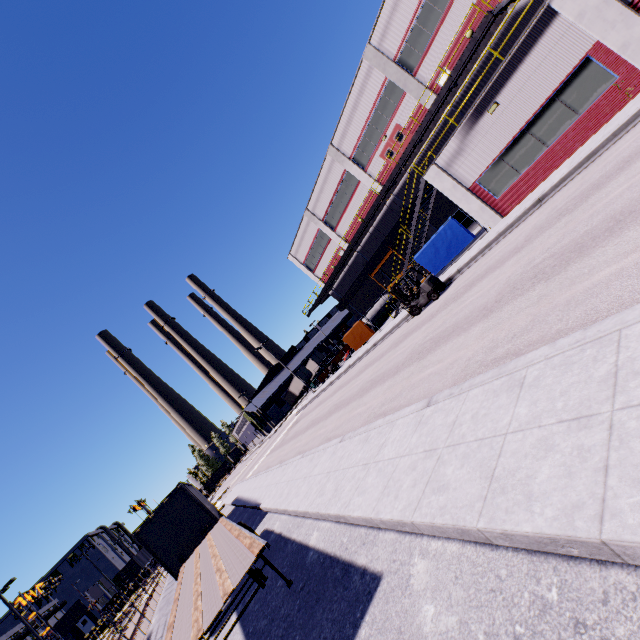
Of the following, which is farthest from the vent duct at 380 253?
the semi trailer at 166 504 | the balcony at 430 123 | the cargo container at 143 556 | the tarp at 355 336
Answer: the cargo container at 143 556

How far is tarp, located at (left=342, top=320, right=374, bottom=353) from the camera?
29.9 meters

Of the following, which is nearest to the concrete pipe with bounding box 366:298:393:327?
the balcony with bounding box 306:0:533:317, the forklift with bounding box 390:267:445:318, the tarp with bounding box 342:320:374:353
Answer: the tarp with bounding box 342:320:374:353

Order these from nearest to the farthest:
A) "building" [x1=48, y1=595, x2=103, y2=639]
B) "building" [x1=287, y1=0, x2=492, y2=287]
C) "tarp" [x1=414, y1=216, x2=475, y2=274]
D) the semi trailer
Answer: the semi trailer
"tarp" [x1=414, y1=216, x2=475, y2=274]
"building" [x1=287, y1=0, x2=492, y2=287]
"building" [x1=48, y1=595, x2=103, y2=639]

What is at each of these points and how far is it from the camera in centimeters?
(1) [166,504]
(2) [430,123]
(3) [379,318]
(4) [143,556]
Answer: (1) semi trailer, 1488cm
(2) balcony, 2373cm
(3) concrete pipe, 3378cm
(4) cargo container, 5559cm

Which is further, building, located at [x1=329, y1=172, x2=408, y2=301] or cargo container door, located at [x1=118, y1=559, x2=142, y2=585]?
cargo container door, located at [x1=118, y1=559, x2=142, y2=585]

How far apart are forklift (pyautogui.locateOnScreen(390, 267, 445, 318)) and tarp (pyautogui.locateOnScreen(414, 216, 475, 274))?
3.3 meters

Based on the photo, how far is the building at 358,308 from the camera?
37.6 meters
